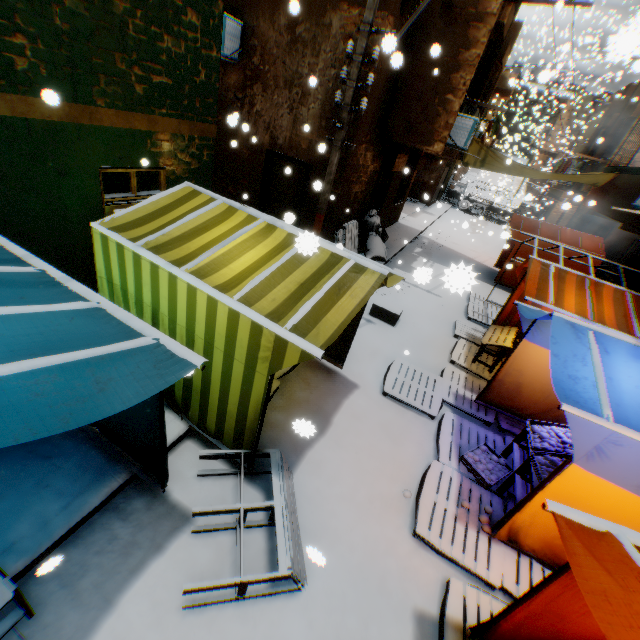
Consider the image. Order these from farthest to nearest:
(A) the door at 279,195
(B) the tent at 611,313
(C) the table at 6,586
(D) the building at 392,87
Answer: (A) the door at 279,195
(D) the building at 392,87
(B) the tent at 611,313
(C) the table at 6,586

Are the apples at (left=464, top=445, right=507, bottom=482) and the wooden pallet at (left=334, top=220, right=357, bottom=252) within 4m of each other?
no

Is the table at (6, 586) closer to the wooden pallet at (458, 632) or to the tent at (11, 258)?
the tent at (11, 258)

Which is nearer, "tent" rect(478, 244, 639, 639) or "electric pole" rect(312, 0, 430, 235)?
"tent" rect(478, 244, 639, 639)

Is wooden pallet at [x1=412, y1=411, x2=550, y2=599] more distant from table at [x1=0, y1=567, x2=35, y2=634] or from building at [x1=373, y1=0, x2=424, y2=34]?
table at [x1=0, y1=567, x2=35, y2=634]

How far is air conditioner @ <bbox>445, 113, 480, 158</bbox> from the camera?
9.3 meters

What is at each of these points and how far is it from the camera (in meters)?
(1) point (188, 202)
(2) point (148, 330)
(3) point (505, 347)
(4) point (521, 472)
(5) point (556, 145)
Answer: (1) tent, 4.20
(2) metal tent frame, 2.40
(3) table, 6.88
(4) table, 4.34
(5) building, 37.62

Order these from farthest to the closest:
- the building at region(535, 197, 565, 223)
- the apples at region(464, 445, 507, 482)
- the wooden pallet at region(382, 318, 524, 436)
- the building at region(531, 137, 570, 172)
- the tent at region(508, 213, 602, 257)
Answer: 1. the building at region(531, 137, 570, 172)
2. the building at region(535, 197, 565, 223)
3. the tent at region(508, 213, 602, 257)
4. the wooden pallet at region(382, 318, 524, 436)
5. the apples at region(464, 445, 507, 482)
